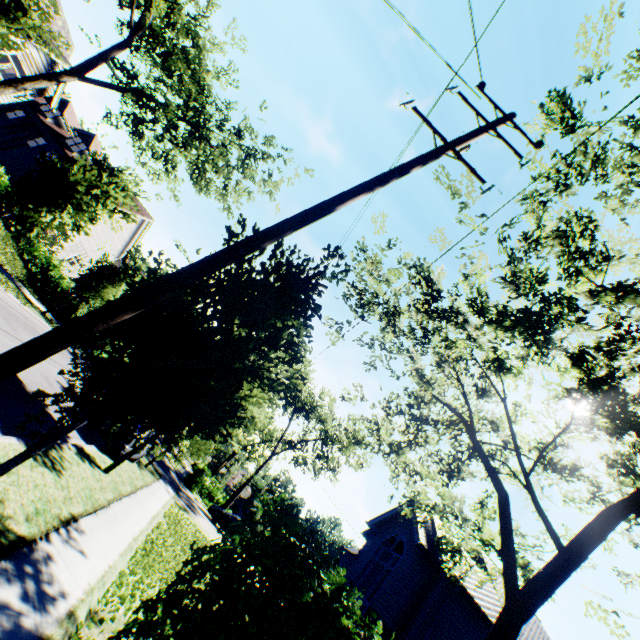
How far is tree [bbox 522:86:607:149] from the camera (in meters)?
6.77

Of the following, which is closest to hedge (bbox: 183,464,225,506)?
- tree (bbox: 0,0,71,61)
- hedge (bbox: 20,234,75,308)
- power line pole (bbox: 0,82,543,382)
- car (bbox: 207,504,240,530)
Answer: tree (bbox: 0,0,71,61)

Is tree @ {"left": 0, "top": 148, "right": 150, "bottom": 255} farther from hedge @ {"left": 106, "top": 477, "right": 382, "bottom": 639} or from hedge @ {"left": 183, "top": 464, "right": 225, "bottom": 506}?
Answer: hedge @ {"left": 183, "top": 464, "right": 225, "bottom": 506}

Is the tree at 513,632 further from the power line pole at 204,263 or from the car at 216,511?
the car at 216,511

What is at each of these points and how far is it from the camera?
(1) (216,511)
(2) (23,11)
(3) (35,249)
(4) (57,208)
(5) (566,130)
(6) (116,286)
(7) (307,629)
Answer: (1) car, 26.7 meters
(2) tree, 8.7 meters
(3) hedge, 24.3 meters
(4) tree, 13.1 meters
(5) tree, 7.0 meters
(6) tree, 20.6 meters
(7) hedge, 4.1 meters

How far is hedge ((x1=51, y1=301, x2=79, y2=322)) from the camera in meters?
23.0 m

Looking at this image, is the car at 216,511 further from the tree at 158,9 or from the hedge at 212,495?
the tree at 158,9
